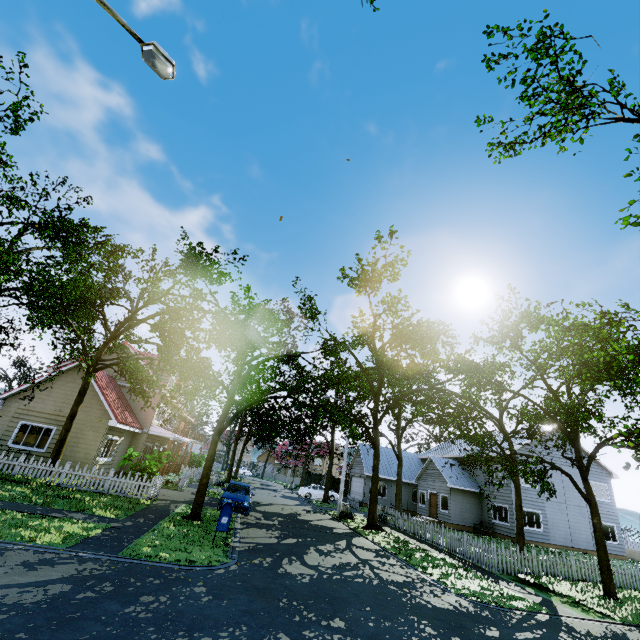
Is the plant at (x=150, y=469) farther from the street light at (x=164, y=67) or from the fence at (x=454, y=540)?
the street light at (x=164, y=67)

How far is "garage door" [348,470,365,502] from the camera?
35.3m

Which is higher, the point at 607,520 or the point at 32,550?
the point at 607,520

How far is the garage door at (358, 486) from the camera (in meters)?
35.31

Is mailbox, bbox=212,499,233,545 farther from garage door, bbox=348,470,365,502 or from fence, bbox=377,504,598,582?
garage door, bbox=348,470,365,502

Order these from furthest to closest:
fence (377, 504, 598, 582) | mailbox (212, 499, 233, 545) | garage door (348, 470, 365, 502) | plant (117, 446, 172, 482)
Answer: garage door (348, 470, 365, 502) → plant (117, 446, 172, 482) → fence (377, 504, 598, 582) → mailbox (212, 499, 233, 545)

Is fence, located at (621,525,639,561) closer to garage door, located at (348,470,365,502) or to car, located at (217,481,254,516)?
car, located at (217,481,254,516)
